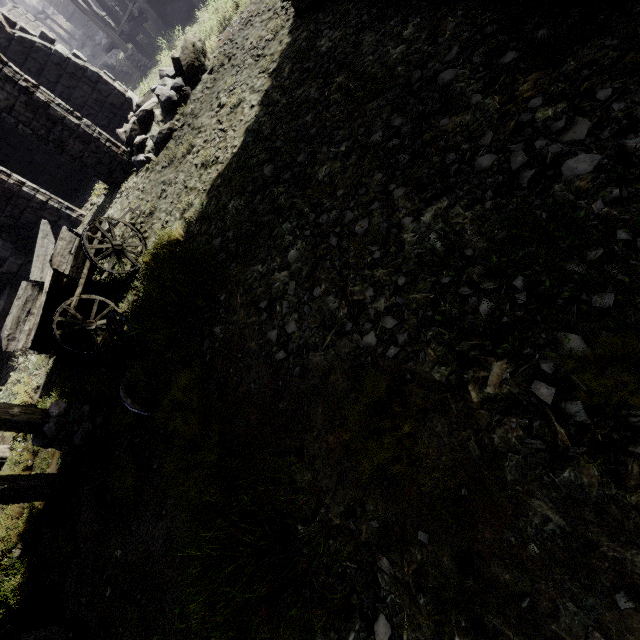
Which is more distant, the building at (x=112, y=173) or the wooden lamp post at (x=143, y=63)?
the wooden lamp post at (x=143, y=63)

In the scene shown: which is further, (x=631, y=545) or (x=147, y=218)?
(x=147, y=218)

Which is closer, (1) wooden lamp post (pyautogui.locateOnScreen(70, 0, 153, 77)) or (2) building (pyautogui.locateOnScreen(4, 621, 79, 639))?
(2) building (pyautogui.locateOnScreen(4, 621, 79, 639))

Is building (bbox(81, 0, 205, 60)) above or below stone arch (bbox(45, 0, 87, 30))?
below

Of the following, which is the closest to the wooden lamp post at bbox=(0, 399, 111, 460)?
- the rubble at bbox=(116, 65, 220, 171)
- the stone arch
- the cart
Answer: the cart

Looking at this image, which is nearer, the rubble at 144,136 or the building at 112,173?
the building at 112,173

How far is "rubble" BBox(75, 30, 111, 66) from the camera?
27.8 meters

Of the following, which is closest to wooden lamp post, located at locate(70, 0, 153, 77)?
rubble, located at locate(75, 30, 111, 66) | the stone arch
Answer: rubble, located at locate(75, 30, 111, 66)
